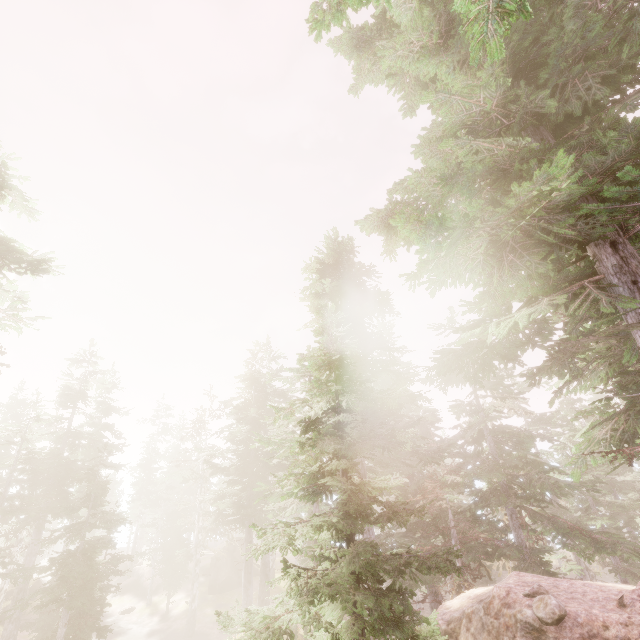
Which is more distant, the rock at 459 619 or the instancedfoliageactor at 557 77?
the rock at 459 619

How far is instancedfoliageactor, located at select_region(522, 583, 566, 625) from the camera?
7.7m

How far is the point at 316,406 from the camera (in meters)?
7.03

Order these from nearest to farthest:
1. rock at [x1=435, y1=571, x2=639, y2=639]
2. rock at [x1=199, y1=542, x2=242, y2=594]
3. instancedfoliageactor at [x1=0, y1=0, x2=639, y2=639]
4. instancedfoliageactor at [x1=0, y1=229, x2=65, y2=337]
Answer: instancedfoliageactor at [x1=0, y1=0, x2=639, y2=639] → rock at [x1=435, y1=571, x2=639, y2=639] → instancedfoliageactor at [x1=0, y1=229, x2=65, y2=337] → rock at [x1=199, y1=542, x2=242, y2=594]

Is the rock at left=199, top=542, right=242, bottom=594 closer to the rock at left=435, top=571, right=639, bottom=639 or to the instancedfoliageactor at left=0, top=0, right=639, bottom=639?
the instancedfoliageactor at left=0, top=0, right=639, bottom=639

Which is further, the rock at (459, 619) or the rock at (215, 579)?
the rock at (215, 579)

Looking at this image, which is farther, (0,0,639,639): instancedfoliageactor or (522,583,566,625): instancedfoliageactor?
(522,583,566,625): instancedfoliageactor
